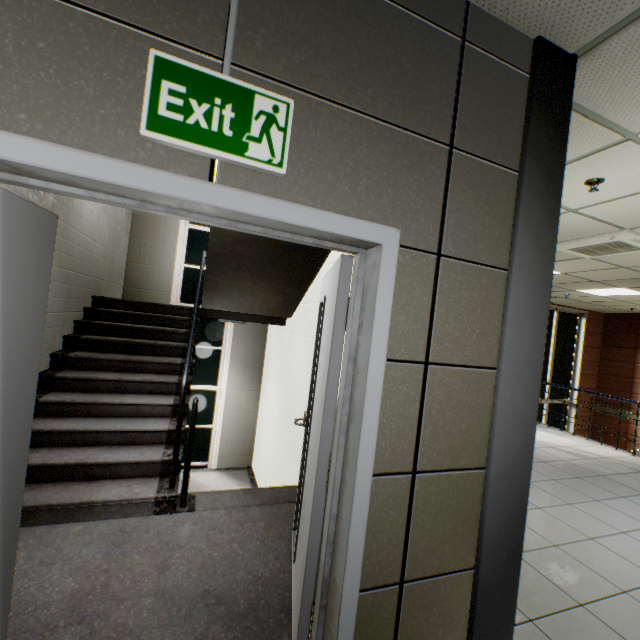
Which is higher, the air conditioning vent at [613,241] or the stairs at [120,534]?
the air conditioning vent at [613,241]

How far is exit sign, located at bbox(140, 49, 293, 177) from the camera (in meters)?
1.03

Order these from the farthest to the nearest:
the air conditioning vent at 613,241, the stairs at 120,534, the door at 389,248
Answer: the air conditioning vent at 613,241, the stairs at 120,534, the door at 389,248

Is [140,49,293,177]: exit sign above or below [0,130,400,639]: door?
above

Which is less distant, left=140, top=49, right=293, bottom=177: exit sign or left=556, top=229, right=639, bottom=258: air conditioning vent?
left=140, top=49, right=293, bottom=177: exit sign

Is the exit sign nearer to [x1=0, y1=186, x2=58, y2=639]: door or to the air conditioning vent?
[x1=0, y1=186, x2=58, y2=639]: door

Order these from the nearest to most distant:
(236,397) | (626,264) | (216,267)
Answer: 1. (216,267)
2. (626,264)
3. (236,397)
